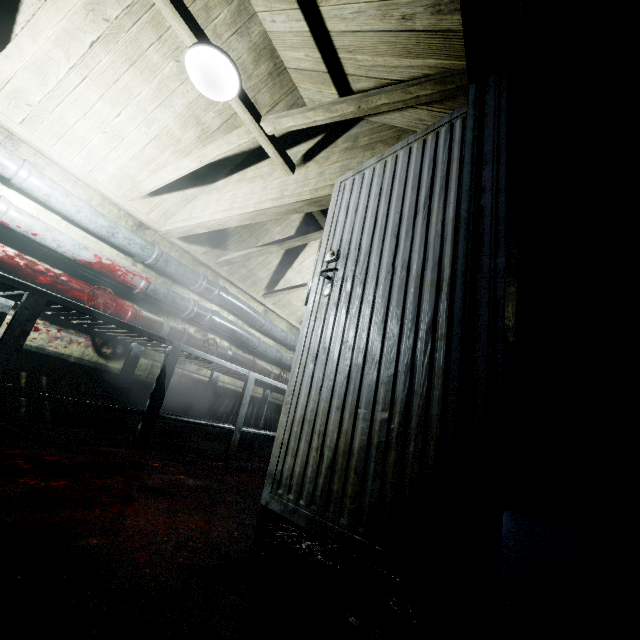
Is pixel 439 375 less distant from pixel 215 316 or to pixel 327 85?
pixel 327 85

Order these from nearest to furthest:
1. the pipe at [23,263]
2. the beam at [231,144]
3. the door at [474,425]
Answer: the door at [474,425]
the beam at [231,144]
the pipe at [23,263]

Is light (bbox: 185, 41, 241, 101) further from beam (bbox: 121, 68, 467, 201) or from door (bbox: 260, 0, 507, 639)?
door (bbox: 260, 0, 507, 639)

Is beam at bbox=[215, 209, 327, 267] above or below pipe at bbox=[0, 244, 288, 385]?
above

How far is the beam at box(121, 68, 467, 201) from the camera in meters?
1.6

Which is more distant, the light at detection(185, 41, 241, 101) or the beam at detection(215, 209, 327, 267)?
the beam at detection(215, 209, 327, 267)

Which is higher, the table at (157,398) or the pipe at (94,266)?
the pipe at (94,266)

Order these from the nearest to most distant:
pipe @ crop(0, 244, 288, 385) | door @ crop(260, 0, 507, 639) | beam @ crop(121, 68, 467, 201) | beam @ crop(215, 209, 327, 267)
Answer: door @ crop(260, 0, 507, 639) → beam @ crop(121, 68, 467, 201) → pipe @ crop(0, 244, 288, 385) → beam @ crop(215, 209, 327, 267)
